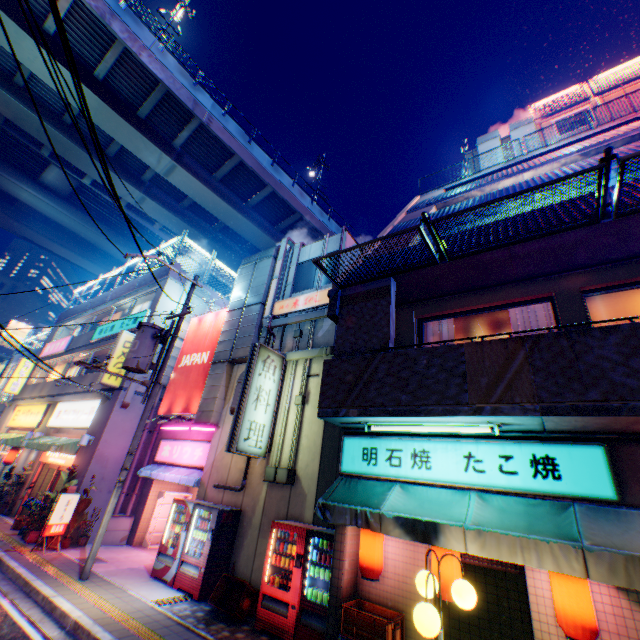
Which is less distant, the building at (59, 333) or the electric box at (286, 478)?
the electric box at (286, 478)

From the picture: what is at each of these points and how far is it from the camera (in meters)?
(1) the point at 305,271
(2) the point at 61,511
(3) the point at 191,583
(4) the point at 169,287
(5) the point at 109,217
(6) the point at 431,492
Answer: (1) window, 13.67
(2) sign, 10.84
(3) vending machine, 8.60
(4) building, 16.73
(5) overpass support, 34.81
(6) awning, 5.53

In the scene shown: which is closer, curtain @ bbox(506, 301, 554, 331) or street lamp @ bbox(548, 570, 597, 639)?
street lamp @ bbox(548, 570, 597, 639)

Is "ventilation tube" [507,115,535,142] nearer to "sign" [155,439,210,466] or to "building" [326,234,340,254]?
"building" [326,234,340,254]

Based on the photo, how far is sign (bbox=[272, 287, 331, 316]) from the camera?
11.76m

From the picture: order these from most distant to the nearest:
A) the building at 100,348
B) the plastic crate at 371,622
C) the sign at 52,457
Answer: the building at 100,348
the sign at 52,457
the plastic crate at 371,622

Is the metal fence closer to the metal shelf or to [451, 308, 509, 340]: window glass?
[451, 308, 509, 340]: window glass

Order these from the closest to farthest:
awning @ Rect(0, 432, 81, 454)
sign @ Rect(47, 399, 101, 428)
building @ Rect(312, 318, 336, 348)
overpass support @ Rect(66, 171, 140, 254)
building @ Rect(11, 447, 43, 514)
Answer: building @ Rect(312, 318, 336, 348) → awning @ Rect(0, 432, 81, 454) → sign @ Rect(47, 399, 101, 428) → building @ Rect(11, 447, 43, 514) → overpass support @ Rect(66, 171, 140, 254)
